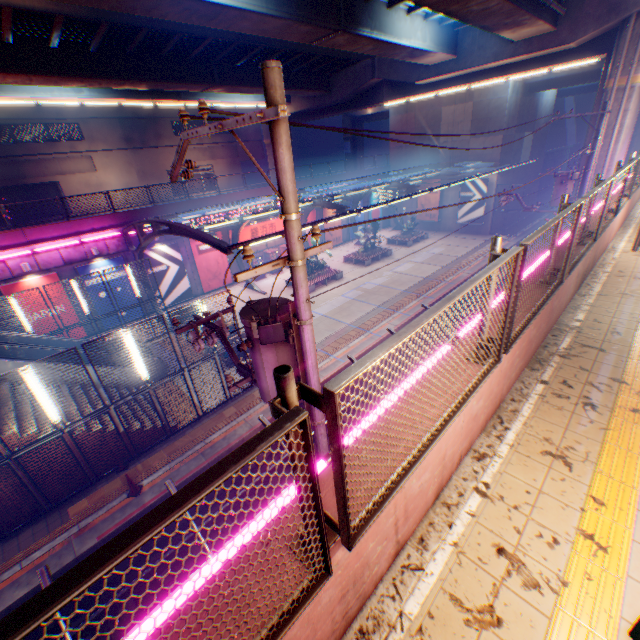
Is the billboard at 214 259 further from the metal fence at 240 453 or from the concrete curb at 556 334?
the concrete curb at 556 334

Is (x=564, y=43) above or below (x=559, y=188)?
above

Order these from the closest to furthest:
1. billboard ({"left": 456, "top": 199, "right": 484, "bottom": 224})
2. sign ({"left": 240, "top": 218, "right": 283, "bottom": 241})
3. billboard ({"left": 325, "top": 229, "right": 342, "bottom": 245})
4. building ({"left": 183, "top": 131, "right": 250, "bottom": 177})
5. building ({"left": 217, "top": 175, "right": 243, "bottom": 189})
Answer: sign ({"left": 240, "top": 218, "right": 283, "bottom": 241}), billboard ({"left": 456, "top": 199, "right": 484, "bottom": 224}), billboard ({"left": 325, "top": 229, "right": 342, "bottom": 245}), building ({"left": 183, "top": 131, "right": 250, "bottom": 177}), building ({"left": 217, "top": 175, "right": 243, "bottom": 189})

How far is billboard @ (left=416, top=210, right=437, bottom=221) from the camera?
35.4m

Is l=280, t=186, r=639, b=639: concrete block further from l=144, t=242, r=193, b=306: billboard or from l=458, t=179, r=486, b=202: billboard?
l=144, t=242, r=193, b=306: billboard

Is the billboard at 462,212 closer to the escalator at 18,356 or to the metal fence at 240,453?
the metal fence at 240,453

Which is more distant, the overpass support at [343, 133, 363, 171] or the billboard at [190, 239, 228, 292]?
the overpass support at [343, 133, 363, 171]

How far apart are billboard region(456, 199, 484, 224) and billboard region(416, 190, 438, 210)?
2.0 meters
